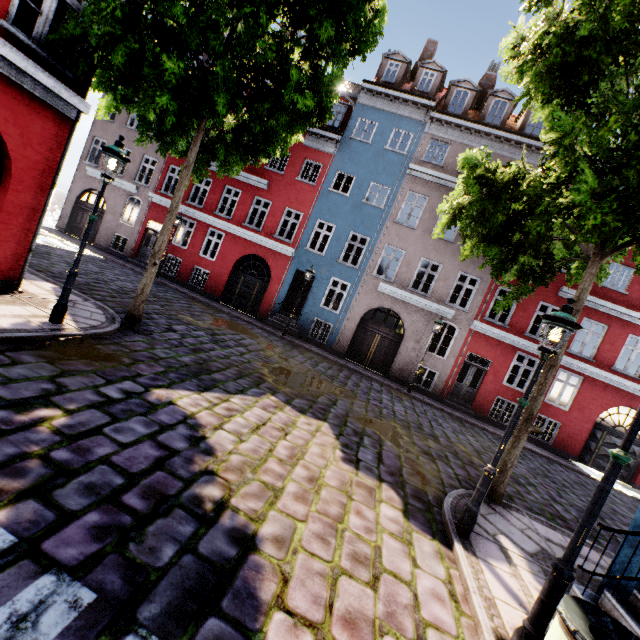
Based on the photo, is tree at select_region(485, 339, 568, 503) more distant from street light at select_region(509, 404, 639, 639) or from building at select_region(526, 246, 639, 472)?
street light at select_region(509, 404, 639, 639)

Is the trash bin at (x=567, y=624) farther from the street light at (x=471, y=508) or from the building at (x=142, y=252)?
the street light at (x=471, y=508)

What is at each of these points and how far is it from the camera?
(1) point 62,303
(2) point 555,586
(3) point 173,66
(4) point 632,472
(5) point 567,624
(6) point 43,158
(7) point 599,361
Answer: (1) street light, 6.4 meters
(2) street light, 2.9 meters
(3) tree, 5.5 meters
(4) building, 14.9 meters
(5) trash bin, 2.4 meters
(6) building, 6.7 meters
(7) building, 15.0 meters

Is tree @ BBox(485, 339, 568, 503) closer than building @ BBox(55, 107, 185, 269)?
Yes

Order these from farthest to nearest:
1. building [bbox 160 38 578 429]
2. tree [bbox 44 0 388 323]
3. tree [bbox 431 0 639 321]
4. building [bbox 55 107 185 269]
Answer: → building [bbox 55 107 185 269] → building [bbox 160 38 578 429] → tree [bbox 44 0 388 323] → tree [bbox 431 0 639 321]

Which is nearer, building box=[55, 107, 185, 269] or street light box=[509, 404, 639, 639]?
street light box=[509, 404, 639, 639]

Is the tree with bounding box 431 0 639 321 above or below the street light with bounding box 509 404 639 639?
above

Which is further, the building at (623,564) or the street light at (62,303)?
the street light at (62,303)
